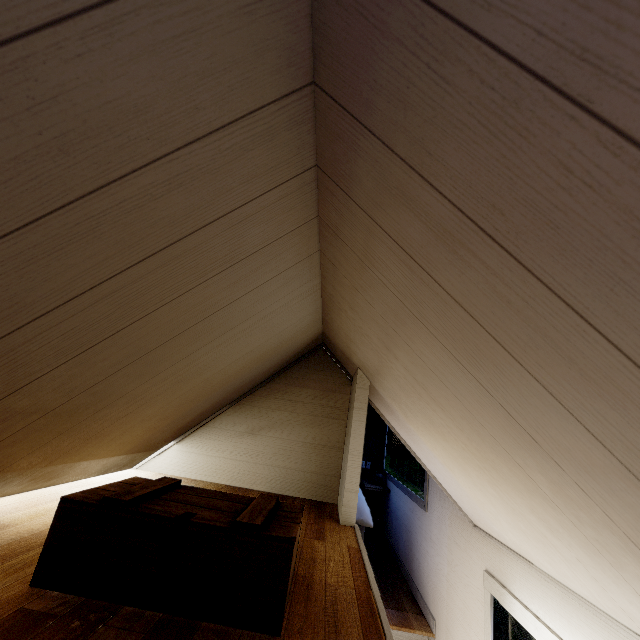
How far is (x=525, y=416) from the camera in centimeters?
86cm
